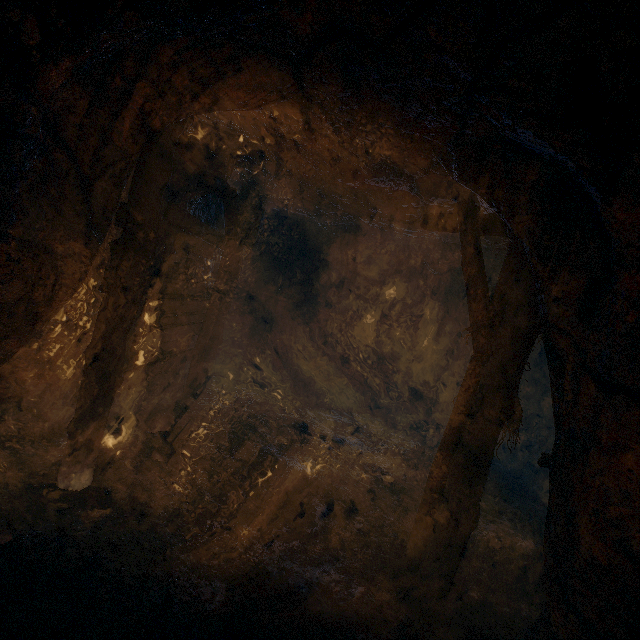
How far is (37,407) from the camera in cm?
391

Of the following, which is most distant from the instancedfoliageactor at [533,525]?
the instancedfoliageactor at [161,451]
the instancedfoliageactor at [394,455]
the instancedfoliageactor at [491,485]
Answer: the instancedfoliageactor at [161,451]

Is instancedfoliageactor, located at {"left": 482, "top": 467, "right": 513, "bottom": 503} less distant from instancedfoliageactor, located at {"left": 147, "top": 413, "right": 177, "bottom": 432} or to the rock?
the rock

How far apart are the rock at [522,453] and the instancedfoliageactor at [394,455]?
2.86m

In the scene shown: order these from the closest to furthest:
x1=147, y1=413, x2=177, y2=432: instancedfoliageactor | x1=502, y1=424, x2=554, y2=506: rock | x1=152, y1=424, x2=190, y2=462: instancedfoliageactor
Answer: x1=152, y1=424, x2=190, y2=462: instancedfoliageactor, x1=147, y1=413, x2=177, y2=432: instancedfoliageactor, x1=502, y1=424, x2=554, y2=506: rock

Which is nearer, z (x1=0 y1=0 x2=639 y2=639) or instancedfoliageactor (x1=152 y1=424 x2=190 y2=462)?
z (x1=0 y1=0 x2=639 y2=639)

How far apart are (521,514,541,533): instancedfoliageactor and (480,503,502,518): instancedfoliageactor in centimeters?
58cm

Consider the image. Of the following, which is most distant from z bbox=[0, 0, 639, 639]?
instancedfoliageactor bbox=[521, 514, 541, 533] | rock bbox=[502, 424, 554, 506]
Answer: instancedfoliageactor bbox=[521, 514, 541, 533]
